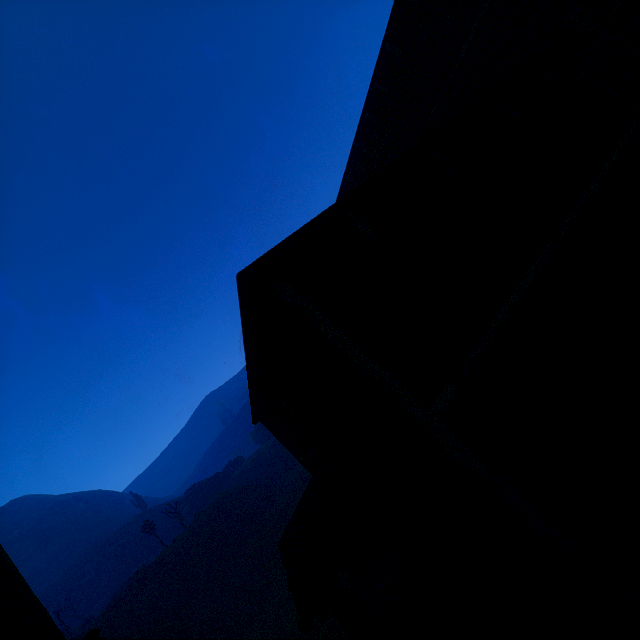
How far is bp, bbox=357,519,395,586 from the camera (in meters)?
9.95

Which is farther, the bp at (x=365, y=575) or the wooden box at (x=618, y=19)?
the bp at (x=365, y=575)

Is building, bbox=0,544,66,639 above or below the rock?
below

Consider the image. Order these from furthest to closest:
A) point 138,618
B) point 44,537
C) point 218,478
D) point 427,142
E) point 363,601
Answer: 1. point 44,537
2. point 218,478
3. point 138,618
4. point 363,601
5. point 427,142

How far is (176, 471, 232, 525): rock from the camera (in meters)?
42.94

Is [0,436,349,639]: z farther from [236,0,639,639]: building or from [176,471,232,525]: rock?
[176,471,232,525]: rock

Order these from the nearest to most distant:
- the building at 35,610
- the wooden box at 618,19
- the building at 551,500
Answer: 1. the building at 551,500
2. the building at 35,610
3. the wooden box at 618,19

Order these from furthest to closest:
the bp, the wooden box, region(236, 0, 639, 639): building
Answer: the bp, the wooden box, region(236, 0, 639, 639): building
